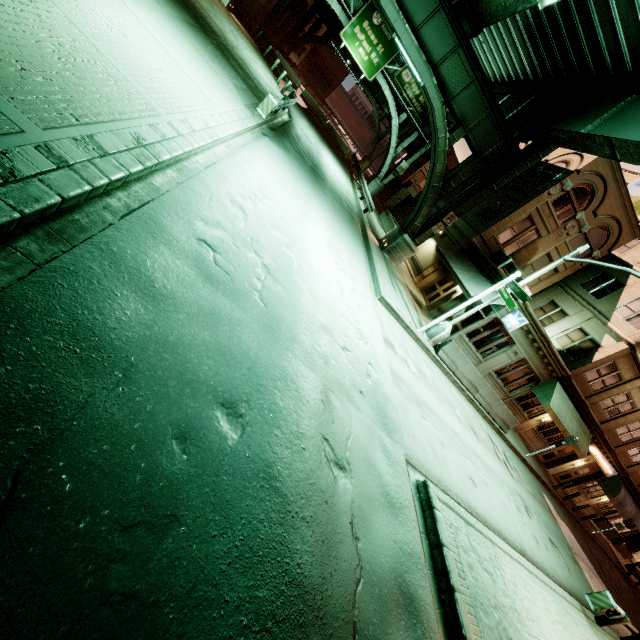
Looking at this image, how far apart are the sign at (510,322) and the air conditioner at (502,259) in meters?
7.4 m

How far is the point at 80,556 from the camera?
2.2 meters

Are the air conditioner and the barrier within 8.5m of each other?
yes

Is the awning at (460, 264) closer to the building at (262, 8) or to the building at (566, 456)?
the building at (566, 456)

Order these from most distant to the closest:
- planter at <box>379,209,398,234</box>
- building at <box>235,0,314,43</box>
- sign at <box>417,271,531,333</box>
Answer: building at <box>235,0,314,43</box> < planter at <box>379,209,398,234</box> < sign at <box>417,271,531,333</box>

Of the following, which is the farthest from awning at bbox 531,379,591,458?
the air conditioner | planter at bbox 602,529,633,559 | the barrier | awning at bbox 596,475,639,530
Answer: planter at bbox 602,529,633,559

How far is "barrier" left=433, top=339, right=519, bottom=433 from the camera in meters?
15.5 m

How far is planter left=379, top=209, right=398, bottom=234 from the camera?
26.77m
